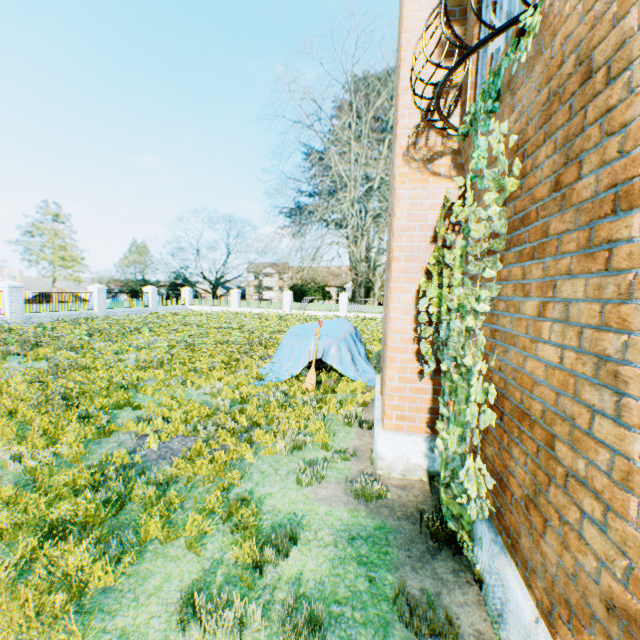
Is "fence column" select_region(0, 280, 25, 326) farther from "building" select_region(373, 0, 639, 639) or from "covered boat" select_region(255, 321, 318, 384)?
"building" select_region(373, 0, 639, 639)

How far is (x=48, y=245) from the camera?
54.34m

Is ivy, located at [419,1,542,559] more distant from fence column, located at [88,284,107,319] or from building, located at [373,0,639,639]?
fence column, located at [88,284,107,319]

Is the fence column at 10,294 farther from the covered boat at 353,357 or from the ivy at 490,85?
the ivy at 490,85

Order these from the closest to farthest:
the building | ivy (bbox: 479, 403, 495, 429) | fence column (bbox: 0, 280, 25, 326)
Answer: the building < ivy (bbox: 479, 403, 495, 429) < fence column (bbox: 0, 280, 25, 326)

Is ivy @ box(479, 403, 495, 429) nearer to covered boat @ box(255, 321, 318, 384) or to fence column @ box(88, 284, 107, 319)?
covered boat @ box(255, 321, 318, 384)

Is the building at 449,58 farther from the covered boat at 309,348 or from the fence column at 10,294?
the fence column at 10,294
